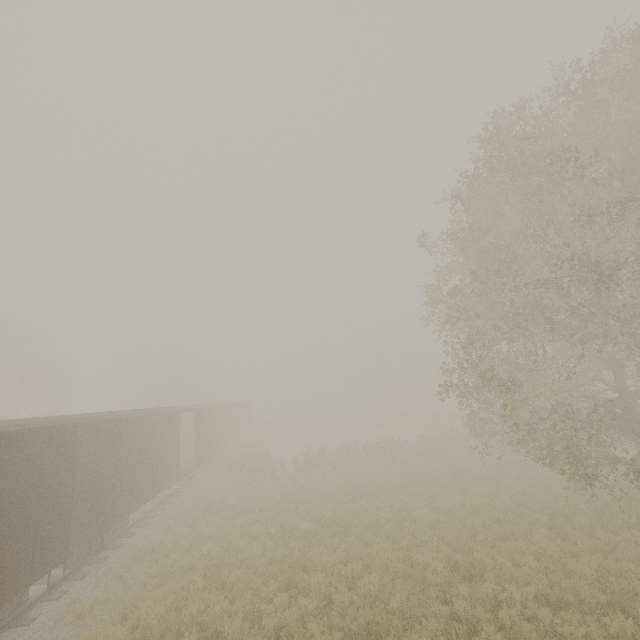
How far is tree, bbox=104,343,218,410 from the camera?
45.56m

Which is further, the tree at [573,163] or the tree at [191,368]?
the tree at [191,368]

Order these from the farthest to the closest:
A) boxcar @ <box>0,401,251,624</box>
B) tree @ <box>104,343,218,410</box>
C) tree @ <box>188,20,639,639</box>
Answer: tree @ <box>104,343,218,410</box>, tree @ <box>188,20,639,639</box>, boxcar @ <box>0,401,251,624</box>

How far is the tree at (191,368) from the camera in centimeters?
4556cm

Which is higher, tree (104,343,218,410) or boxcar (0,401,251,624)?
tree (104,343,218,410)

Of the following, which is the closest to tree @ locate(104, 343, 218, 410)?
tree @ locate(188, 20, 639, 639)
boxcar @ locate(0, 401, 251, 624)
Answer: boxcar @ locate(0, 401, 251, 624)

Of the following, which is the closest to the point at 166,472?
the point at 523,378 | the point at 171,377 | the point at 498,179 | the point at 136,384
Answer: the point at 523,378
